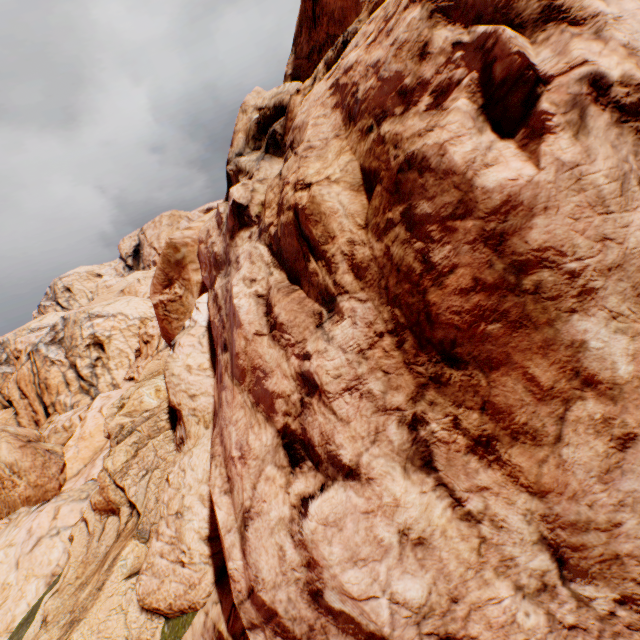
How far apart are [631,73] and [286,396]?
3.3 meters
